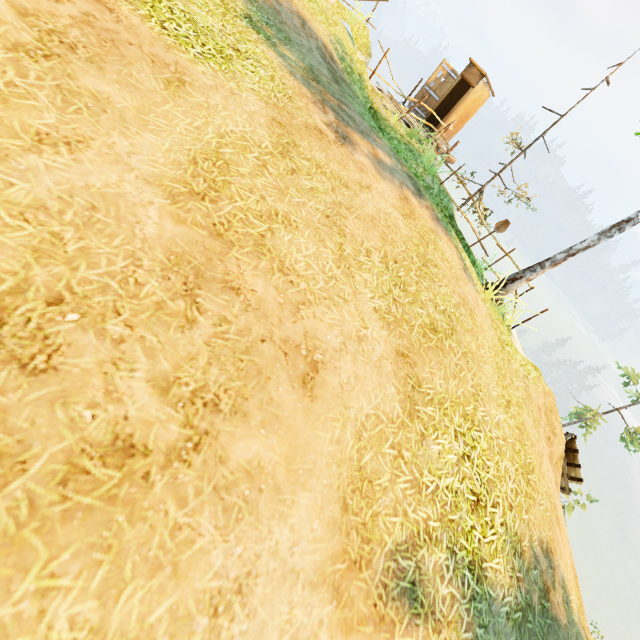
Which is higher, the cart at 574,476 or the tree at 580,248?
the tree at 580,248

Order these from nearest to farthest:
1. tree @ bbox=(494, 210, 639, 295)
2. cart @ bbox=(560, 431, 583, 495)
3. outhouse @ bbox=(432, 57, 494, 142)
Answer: tree @ bbox=(494, 210, 639, 295) < cart @ bbox=(560, 431, 583, 495) < outhouse @ bbox=(432, 57, 494, 142)

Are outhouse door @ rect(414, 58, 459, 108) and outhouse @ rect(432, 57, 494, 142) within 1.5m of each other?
yes

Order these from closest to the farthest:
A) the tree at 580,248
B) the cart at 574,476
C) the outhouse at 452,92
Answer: the tree at 580,248
the cart at 574,476
the outhouse at 452,92

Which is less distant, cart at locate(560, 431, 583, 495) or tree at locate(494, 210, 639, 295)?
tree at locate(494, 210, 639, 295)

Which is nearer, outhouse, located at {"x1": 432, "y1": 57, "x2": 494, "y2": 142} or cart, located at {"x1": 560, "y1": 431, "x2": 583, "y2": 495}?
cart, located at {"x1": 560, "y1": 431, "x2": 583, "y2": 495}

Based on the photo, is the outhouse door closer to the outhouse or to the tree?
the outhouse

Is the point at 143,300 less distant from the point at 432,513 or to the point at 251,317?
the point at 251,317
